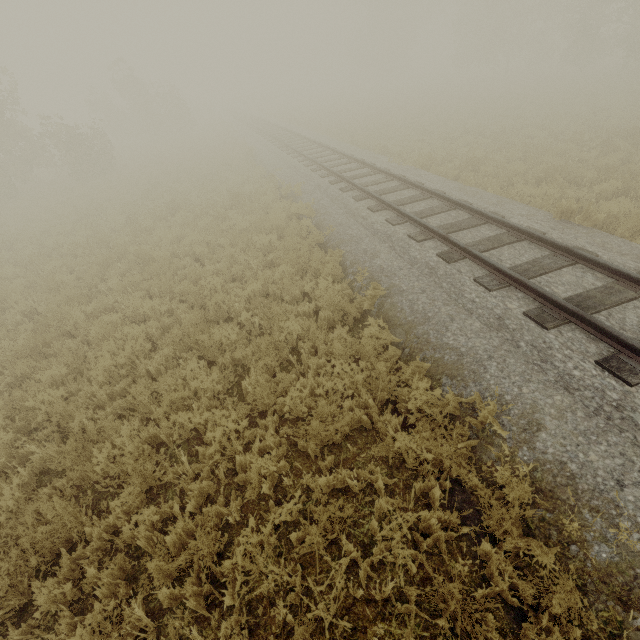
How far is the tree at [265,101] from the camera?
51.28m

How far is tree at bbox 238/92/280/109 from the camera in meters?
51.3

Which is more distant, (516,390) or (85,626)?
(516,390)
